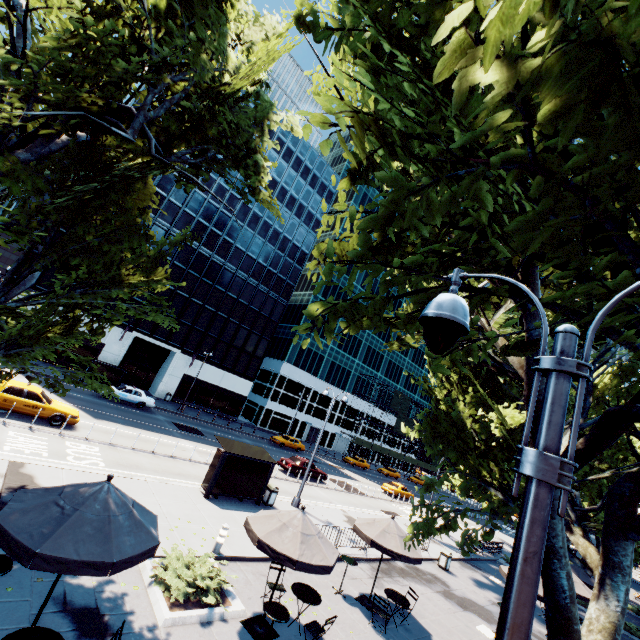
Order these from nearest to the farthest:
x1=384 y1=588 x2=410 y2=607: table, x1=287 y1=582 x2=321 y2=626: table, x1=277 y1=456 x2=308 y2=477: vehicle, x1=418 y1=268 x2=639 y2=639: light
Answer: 1. x1=418 y1=268 x2=639 y2=639: light
2. x1=287 y1=582 x2=321 y2=626: table
3. x1=384 y1=588 x2=410 y2=607: table
4. x1=277 y1=456 x2=308 y2=477: vehicle

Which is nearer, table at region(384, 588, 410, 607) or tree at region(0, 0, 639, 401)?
tree at region(0, 0, 639, 401)

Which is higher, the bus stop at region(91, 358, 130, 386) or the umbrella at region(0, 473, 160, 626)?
the umbrella at region(0, 473, 160, 626)

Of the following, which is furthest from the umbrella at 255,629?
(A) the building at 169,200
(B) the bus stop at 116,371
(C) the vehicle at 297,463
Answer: (A) the building at 169,200

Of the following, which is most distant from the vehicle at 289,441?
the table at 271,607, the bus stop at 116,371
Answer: the table at 271,607

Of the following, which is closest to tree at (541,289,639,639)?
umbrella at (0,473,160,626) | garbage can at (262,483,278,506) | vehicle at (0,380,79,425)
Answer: umbrella at (0,473,160,626)

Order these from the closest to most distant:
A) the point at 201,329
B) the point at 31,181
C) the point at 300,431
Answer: the point at 31,181
the point at 201,329
the point at 300,431

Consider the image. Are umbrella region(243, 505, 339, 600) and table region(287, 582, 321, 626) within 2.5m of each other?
yes
